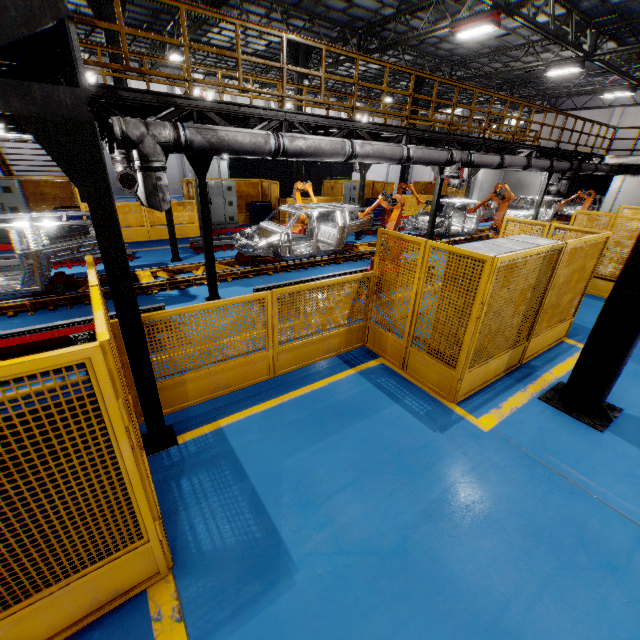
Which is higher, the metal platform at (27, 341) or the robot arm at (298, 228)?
the robot arm at (298, 228)

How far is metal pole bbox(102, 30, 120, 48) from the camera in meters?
10.9 m

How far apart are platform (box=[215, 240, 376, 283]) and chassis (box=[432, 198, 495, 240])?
0.01m

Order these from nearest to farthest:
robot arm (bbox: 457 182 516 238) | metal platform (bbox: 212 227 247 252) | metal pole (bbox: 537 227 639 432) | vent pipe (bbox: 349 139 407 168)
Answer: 1. metal pole (bbox: 537 227 639 432)
2. vent pipe (bbox: 349 139 407 168)
3. metal platform (bbox: 212 227 247 252)
4. robot arm (bbox: 457 182 516 238)

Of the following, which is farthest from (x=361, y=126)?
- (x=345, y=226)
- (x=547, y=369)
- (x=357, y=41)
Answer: (x=357, y=41)

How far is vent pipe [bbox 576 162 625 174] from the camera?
15.5 meters

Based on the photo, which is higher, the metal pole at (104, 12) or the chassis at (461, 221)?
the metal pole at (104, 12)
